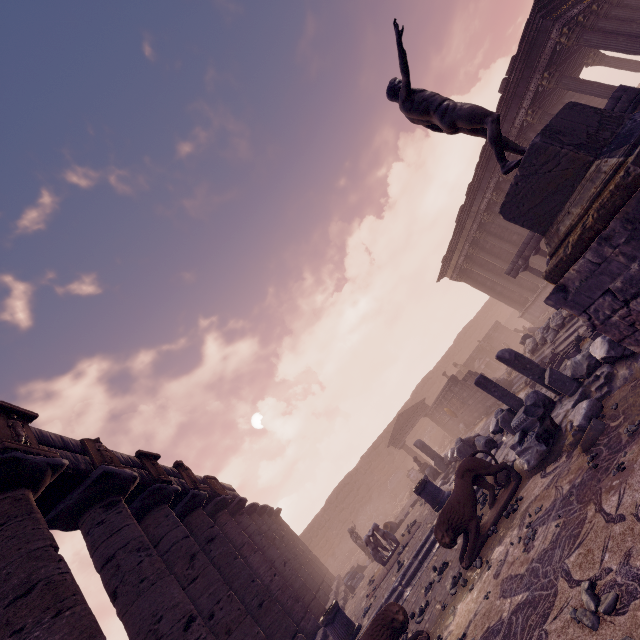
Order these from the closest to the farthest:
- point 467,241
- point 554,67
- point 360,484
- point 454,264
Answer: point 554,67
point 467,241
point 454,264
point 360,484

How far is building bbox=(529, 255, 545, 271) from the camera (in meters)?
18.88

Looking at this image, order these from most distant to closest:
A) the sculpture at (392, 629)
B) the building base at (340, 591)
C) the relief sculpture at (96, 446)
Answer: the building base at (340, 591)
the relief sculpture at (96, 446)
the sculpture at (392, 629)

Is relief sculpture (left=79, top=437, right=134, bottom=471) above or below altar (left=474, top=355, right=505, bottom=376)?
above

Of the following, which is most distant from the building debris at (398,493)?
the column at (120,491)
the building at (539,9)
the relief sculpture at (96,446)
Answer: the relief sculpture at (96,446)

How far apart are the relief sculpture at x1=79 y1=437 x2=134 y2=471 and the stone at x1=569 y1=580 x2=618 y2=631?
7.7 meters

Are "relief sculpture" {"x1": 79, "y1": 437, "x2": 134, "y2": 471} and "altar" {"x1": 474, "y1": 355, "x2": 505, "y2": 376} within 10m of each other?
no

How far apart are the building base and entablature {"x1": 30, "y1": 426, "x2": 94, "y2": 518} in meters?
5.3 m
